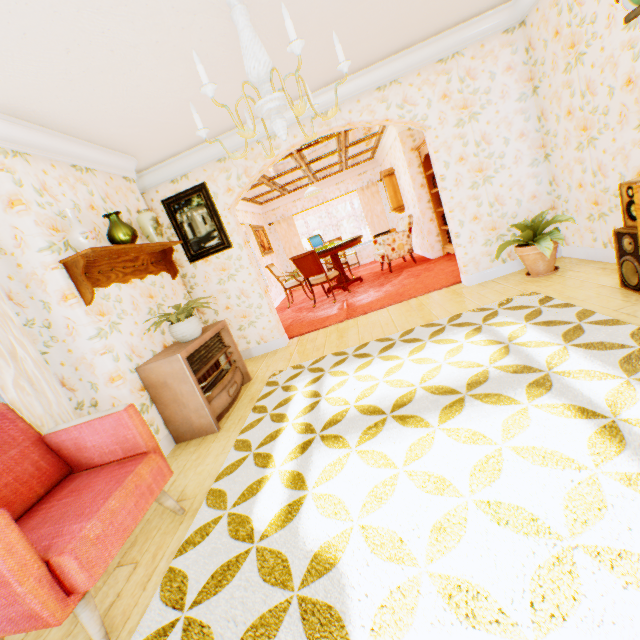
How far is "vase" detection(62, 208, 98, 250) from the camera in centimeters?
276cm

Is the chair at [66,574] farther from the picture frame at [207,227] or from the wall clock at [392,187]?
the wall clock at [392,187]

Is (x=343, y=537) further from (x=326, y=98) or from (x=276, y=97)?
(x=326, y=98)

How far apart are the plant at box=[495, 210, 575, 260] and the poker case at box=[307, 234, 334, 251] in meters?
4.3 m

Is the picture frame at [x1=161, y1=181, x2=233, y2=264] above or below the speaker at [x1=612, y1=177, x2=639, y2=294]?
above

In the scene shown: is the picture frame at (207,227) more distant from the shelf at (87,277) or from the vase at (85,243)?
the vase at (85,243)

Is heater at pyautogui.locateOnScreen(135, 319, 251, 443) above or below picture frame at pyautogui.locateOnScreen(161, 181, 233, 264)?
below

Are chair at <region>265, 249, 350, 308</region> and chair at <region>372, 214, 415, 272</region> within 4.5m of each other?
yes
